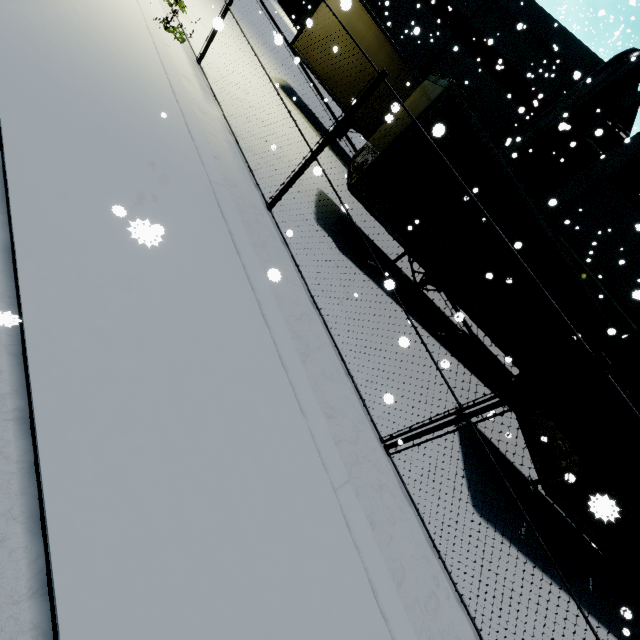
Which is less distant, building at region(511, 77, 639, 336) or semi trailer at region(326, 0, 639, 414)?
semi trailer at region(326, 0, 639, 414)

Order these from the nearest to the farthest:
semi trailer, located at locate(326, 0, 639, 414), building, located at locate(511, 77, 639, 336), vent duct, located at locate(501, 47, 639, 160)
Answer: semi trailer, located at locate(326, 0, 639, 414)
vent duct, located at locate(501, 47, 639, 160)
building, located at locate(511, 77, 639, 336)

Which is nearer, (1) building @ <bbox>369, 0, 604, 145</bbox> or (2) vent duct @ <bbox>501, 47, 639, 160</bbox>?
(2) vent duct @ <bbox>501, 47, 639, 160</bbox>

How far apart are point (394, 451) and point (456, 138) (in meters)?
6.28

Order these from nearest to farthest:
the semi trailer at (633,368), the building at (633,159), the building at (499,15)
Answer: the semi trailer at (633,368) < the building at (633,159) < the building at (499,15)

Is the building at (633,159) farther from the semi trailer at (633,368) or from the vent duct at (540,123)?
the semi trailer at (633,368)

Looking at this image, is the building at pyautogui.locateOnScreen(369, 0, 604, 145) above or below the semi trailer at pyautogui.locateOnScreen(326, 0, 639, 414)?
above
